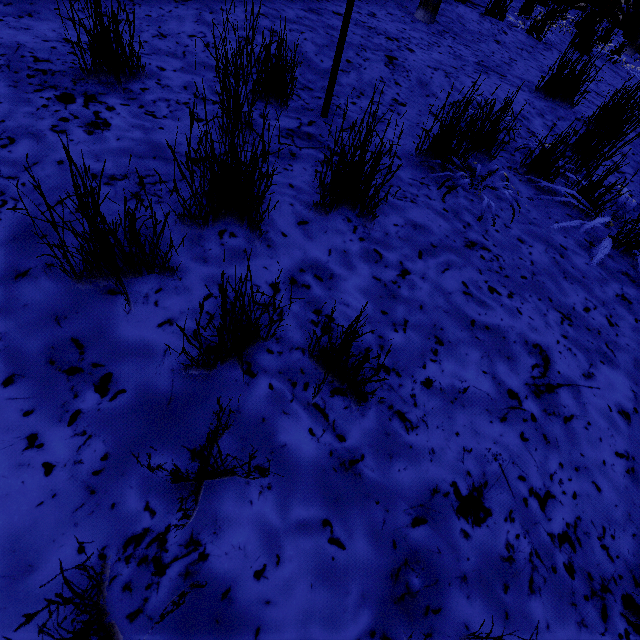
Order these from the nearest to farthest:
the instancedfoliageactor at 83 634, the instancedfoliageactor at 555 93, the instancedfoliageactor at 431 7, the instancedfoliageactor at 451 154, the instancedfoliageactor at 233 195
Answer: the instancedfoliageactor at 83 634 < the instancedfoliageactor at 233 195 < the instancedfoliageactor at 451 154 < the instancedfoliageactor at 555 93 < the instancedfoliageactor at 431 7

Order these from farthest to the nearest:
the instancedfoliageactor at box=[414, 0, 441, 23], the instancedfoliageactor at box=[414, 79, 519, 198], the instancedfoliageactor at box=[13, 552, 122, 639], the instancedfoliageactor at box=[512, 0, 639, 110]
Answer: the instancedfoliageactor at box=[414, 0, 441, 23] < the instancedfoliageactor at box=[512, 0, 639, 110] < the instancedfoliageactor at box=[414, 79, 519, 198] < the instancedfoliageactor at box=[13, 552, 122, 639]

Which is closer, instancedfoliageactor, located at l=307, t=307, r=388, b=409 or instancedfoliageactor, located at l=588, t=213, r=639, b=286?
instancedfoliageactor, located at l=307, t=307, r=388, b=409

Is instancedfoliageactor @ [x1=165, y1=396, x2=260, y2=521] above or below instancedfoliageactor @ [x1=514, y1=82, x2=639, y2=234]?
below

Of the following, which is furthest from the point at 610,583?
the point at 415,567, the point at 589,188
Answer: the point at 589,188

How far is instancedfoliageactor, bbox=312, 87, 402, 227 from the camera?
1.28m

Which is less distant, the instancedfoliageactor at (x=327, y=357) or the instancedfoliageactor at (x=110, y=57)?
the instancedfoliageactor at (x=327, y=357)
